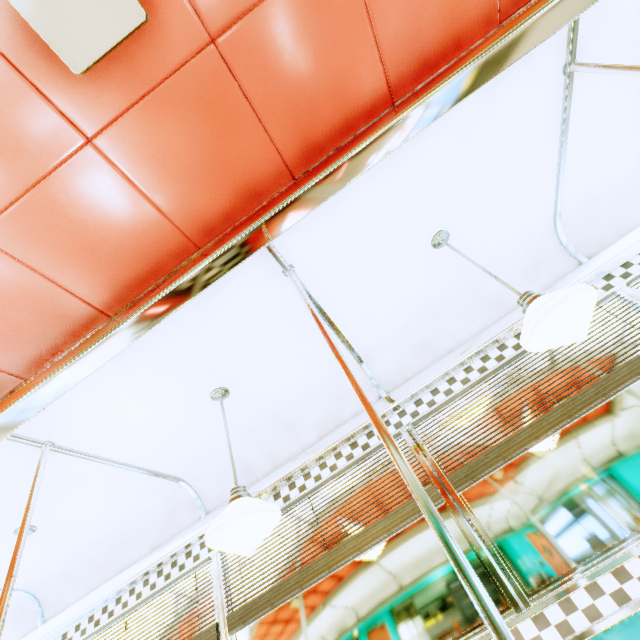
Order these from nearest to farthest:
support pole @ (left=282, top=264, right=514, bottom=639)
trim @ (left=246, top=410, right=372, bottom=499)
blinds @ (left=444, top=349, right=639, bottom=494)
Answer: support pole @ (left=282, top=264, right=514, bottom=639) < blinds @ (left=444, top=349, right=639, bottom=494) < trim @ (left=246, top=410, right=372, bottom=499)

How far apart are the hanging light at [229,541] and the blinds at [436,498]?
0.8m

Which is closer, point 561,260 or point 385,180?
point 385,180

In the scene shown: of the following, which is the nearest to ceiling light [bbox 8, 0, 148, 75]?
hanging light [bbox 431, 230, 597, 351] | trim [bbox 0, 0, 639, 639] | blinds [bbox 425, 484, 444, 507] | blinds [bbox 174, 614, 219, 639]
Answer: trim [bbox 0, 0, 639, 639]

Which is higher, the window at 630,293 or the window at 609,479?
the window at 630,293

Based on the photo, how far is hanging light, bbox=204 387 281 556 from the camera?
1.64m

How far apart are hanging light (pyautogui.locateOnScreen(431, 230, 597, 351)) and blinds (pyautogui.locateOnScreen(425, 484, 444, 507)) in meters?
1.2

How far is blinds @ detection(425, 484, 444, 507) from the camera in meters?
2.2
